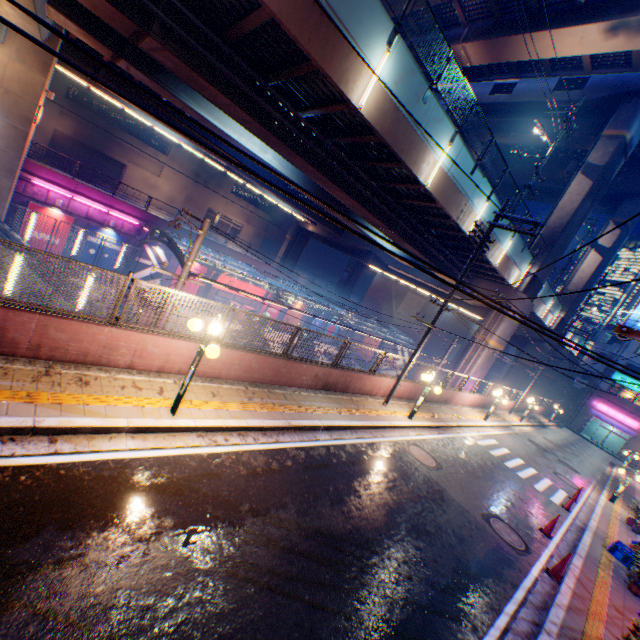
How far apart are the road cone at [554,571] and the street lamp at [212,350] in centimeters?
1057cm

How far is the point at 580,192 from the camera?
23.3m

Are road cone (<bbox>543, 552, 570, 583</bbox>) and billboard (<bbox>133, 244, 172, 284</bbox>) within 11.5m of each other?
no

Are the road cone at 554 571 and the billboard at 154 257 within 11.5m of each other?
no

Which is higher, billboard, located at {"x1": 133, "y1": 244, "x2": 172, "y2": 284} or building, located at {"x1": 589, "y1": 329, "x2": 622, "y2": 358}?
building, located at {"x1": 589, "y1": 329, "x2": 622, "y2": 358}

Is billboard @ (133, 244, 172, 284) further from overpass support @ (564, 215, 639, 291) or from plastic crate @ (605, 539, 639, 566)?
plastic crate @ (605, 539, 639, 566)

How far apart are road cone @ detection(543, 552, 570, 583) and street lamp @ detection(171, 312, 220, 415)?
10.6m

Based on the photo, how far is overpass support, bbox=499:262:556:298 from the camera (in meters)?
24.22
